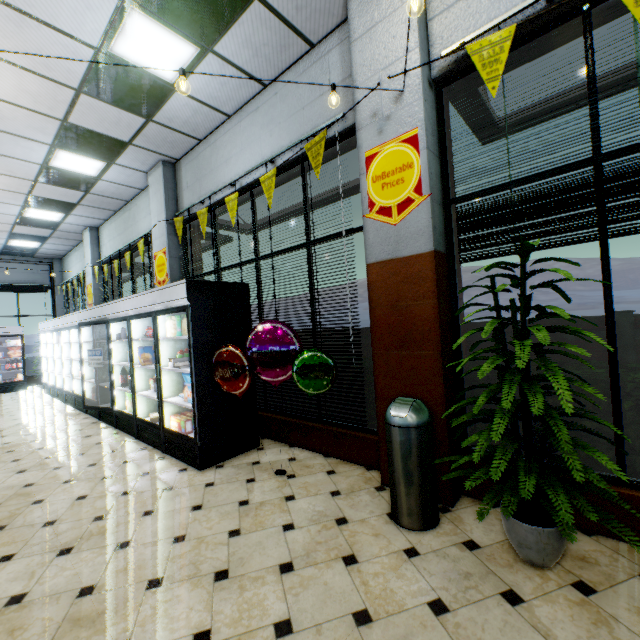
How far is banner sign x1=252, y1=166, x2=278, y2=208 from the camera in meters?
4.1 m

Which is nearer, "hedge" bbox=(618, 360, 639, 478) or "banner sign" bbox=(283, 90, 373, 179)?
"hedge" bbox=(618, 360, 639, 478)

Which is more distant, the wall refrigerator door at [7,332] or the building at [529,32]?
the wall refrigerator door at [7,332]

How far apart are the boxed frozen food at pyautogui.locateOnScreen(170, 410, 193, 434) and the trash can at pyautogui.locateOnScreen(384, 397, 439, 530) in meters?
2.8

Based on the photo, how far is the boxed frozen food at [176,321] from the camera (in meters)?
4.19

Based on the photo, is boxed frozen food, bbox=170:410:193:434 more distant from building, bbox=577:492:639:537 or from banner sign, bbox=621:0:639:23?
banner sign, bbox=621:0:639:23

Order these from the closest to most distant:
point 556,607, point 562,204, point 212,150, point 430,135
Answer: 1. point 556,607
2. point 562,204
3. point 430,135
4. point 212,150

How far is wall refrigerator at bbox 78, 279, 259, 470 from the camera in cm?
389
